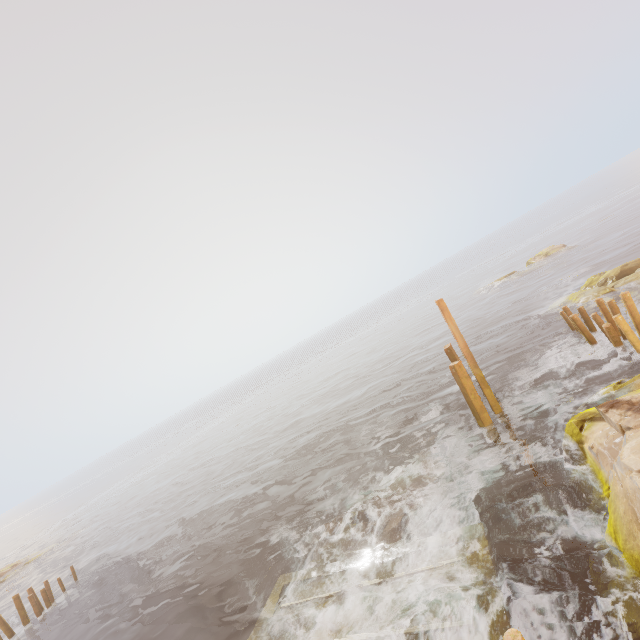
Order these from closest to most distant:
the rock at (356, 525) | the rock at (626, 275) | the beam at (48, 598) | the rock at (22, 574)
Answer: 1. the rock at (356, 525)
2. the rock at (626, 275)
3. the beam at (48, 598)
4. the rock at (22, 574)

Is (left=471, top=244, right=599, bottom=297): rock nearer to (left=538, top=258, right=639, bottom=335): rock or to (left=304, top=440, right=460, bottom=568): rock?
(left=538, top=258, right=639, bottom=335): rock

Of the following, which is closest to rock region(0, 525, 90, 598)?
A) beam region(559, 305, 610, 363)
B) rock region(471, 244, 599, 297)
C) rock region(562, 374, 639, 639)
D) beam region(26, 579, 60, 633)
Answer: beam region(26, 579, 60, 633)

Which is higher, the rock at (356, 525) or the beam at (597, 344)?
the beam at (597, 344)

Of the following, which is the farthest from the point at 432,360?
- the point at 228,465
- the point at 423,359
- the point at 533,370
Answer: the point at 228,465

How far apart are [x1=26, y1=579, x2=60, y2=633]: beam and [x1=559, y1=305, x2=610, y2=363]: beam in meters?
33.2

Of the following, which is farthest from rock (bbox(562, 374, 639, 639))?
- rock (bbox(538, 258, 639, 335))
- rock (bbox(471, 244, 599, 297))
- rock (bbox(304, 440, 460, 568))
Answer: rock (bbox(471, 244, 599, 297))

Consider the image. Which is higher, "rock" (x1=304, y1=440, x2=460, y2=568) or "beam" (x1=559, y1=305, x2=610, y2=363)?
"beam" (x1=559, y1=305, x2=610, y2=363)
